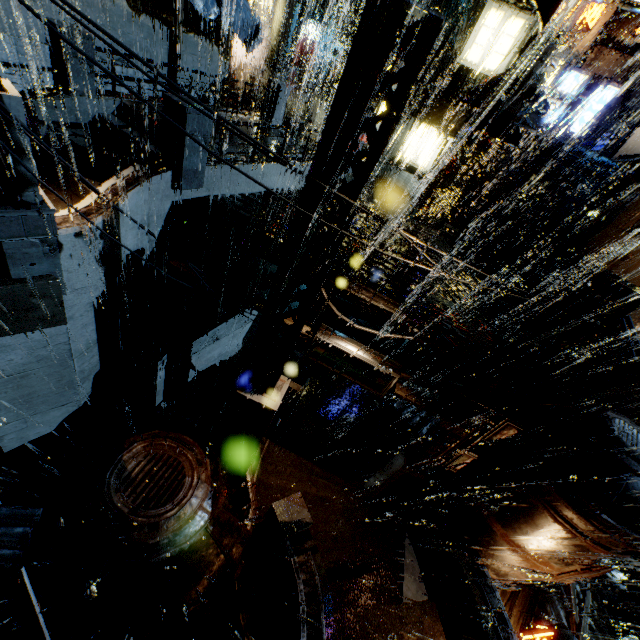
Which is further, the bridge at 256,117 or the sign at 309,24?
the sign at 309,24

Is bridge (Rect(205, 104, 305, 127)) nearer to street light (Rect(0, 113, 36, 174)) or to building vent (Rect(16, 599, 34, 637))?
street light (Rect(0, 113, 36, 174))

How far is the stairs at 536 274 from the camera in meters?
31.5

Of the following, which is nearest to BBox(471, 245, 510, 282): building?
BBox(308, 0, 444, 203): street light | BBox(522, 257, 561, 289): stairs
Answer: BBox(522, 257, 561, 289): stairs

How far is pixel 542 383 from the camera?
25.3m

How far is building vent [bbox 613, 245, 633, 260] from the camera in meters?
20.0 m

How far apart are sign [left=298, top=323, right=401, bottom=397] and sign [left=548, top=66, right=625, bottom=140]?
21.4 meters

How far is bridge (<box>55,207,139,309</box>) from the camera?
6.23m
